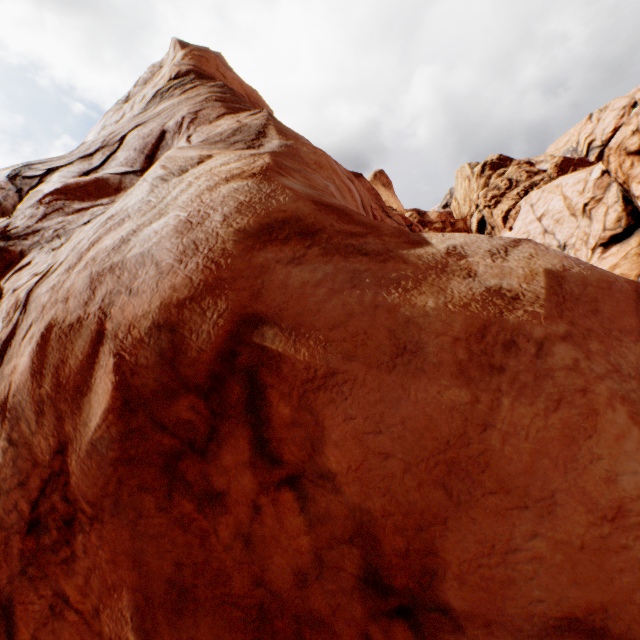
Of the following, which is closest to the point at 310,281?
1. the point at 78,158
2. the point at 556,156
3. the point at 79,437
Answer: the point at 79,437
